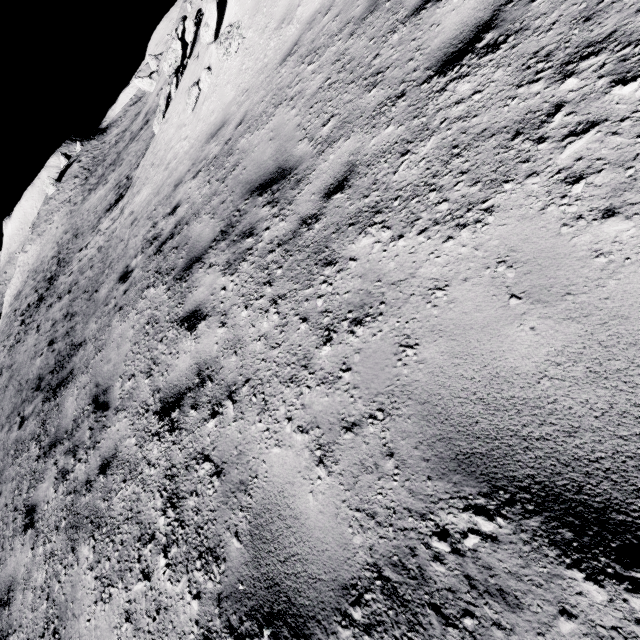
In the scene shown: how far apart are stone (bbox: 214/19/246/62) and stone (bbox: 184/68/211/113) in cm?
116

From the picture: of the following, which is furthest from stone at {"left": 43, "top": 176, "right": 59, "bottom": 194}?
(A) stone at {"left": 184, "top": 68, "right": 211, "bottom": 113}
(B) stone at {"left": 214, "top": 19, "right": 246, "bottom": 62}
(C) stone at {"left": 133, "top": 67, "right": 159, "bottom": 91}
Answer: (B) stone at {"left": 214, "top": 19, "right": 246, "bottom": 62}

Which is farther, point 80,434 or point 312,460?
point 80,434

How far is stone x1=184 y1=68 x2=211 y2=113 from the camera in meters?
8.0

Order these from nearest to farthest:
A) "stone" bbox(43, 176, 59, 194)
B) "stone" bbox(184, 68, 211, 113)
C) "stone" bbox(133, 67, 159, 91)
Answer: "stone" bbox(184, 68, 211, 113) < "stone" bbox(133, 67, 159, 91) < "stone" bbox(43, 176, 59, 194)

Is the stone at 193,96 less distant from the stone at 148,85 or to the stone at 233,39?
the stone at 233,39

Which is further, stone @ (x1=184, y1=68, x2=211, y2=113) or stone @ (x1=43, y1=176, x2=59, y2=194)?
stone @ (x1=43, y1=176, x2=59, y2=194)

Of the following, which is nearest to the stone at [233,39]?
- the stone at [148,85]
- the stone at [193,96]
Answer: the stone at [193,96]
